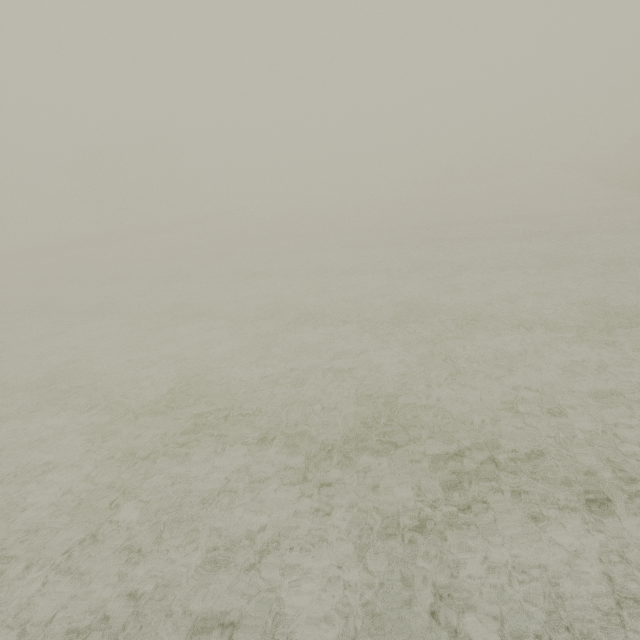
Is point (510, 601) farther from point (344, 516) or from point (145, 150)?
point (145, 150)
